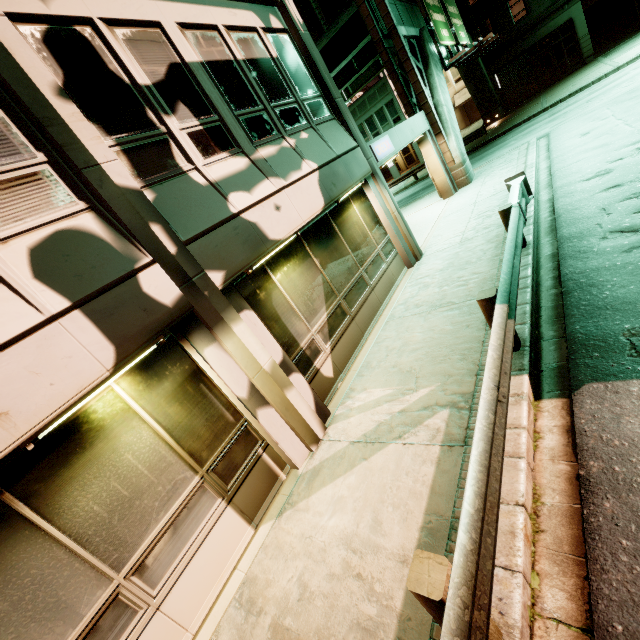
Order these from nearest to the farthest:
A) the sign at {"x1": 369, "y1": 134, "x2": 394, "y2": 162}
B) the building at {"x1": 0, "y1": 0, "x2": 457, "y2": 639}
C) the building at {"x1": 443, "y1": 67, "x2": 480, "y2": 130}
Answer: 1. the building at {"x1": 0, "y1": 0, "x2": 457, "y2": 639}
2. the sign at {"x1": 369, "y1": 134, "x2": 394, "y2": 162}
3. the building at {"x1": 443, "y1": 67, "x2": 480, "y2": 130}

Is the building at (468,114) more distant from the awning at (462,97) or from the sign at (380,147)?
the sign at (380,147)

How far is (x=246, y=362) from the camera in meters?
4.8 m

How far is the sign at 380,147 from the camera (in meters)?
9.41

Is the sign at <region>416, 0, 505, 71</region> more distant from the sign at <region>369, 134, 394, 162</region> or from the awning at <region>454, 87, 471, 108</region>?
the awning at <region>454, 87, 471, 108</region>

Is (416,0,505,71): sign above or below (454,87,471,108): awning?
above

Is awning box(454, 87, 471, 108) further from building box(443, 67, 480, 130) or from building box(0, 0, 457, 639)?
A: building box(0, 0, 457, 639)

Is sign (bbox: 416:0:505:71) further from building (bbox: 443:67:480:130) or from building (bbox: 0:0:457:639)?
building (bbox: 443:67:480:130)
